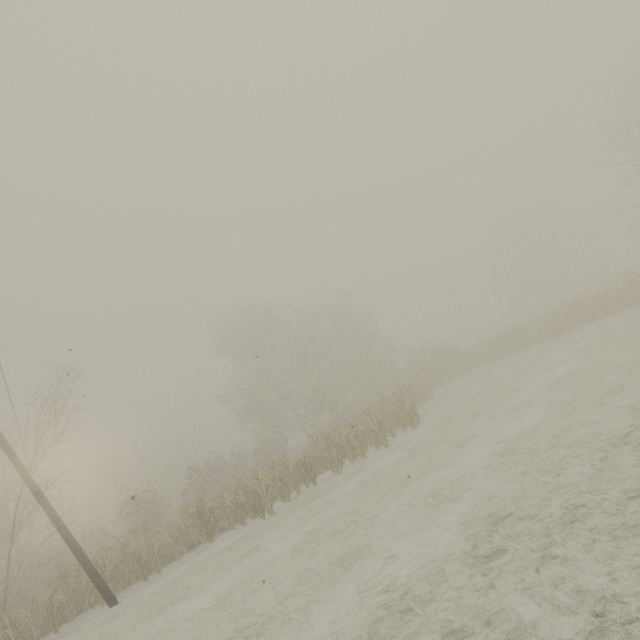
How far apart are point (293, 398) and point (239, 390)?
9.7 meters
